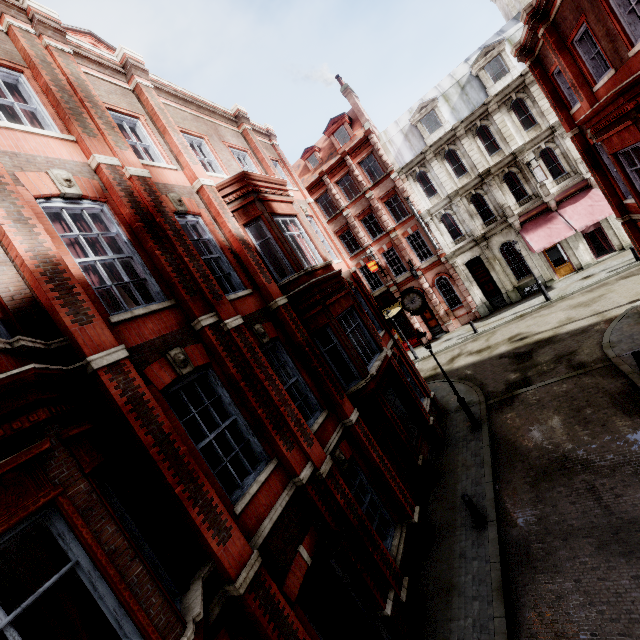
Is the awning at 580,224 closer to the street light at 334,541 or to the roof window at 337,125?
the roof window at 337,125

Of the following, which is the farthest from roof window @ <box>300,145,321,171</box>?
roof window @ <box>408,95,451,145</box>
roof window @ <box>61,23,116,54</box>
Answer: roof window @ <box>61,23,116,54</box>

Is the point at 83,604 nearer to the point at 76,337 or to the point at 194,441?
the point at 194,441

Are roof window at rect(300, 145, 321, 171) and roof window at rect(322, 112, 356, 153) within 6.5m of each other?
yes

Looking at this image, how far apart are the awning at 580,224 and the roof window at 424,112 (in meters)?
9.12

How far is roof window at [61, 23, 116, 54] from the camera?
10.5 meters

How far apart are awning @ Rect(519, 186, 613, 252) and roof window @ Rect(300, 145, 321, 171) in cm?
1825

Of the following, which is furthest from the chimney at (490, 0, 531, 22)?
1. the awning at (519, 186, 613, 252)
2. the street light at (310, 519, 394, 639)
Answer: the street light at (310, 519, 394, 639)
